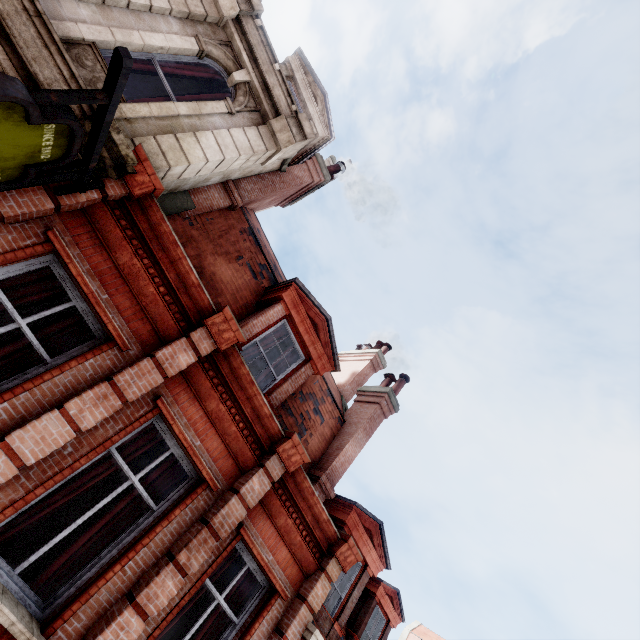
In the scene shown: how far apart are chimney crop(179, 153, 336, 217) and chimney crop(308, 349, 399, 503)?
6.77m

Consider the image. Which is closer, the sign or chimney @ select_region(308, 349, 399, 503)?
the sign

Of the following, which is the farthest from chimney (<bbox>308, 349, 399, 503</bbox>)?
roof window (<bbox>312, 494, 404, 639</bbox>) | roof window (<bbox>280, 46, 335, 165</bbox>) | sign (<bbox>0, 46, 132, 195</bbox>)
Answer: roof window (<bbox>280, 46, 335, 165</bbox>)

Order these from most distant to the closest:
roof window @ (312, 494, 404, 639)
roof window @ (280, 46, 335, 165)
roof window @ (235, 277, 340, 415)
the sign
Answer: roof window @ (280, 46, 335, 165) → roof window @ (312, 494, 404, 639) → roof window @ (235, 277, 340, 415) → the sign

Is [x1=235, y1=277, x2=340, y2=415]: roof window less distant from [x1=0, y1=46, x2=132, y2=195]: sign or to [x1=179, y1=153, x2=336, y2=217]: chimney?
[x1=179, y1=153, x2=336, y2=217]: chimney

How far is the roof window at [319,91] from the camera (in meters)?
9.12

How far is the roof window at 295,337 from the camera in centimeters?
690cm

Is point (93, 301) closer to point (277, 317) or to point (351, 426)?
point (277, 317)
